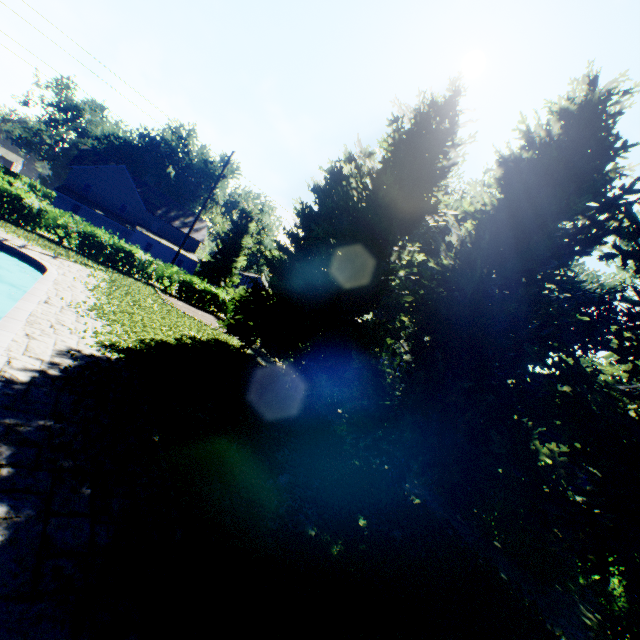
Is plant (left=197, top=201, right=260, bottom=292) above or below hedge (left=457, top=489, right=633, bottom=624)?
above

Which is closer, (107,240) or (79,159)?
(107,240)

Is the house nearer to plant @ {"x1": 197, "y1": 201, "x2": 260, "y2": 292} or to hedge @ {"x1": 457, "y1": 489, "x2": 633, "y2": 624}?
hedge @ {"x1": 457, "y1": 489, "x2": 633, "y2": 624}

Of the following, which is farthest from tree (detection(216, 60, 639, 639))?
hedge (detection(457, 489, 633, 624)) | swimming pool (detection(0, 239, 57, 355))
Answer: swimming pool (detection(0, 239, 57, 355))

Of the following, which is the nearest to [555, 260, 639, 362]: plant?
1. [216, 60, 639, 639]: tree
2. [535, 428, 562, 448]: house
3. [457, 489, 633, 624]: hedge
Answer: [216, 60, 639, 639]: tree

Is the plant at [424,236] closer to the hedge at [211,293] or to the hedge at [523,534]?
the hedge at [211,293]

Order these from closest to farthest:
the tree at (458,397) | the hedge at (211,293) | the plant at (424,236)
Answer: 1. the tree at (458,397)
2. the hedge at (211,293)
3. the plant at (424,236)

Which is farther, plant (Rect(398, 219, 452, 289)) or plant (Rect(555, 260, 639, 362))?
plant (Rect(398, 219, 452, 289))
